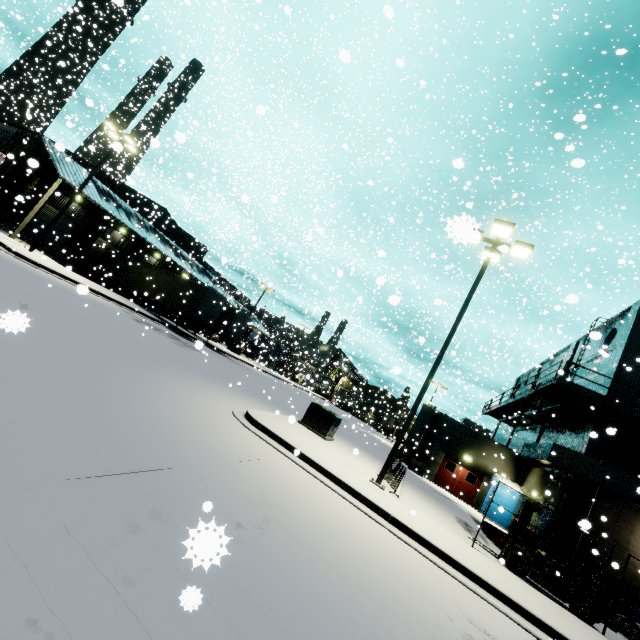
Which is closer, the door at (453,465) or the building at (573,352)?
the door at (453,465)

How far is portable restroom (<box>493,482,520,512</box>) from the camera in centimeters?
2123cm

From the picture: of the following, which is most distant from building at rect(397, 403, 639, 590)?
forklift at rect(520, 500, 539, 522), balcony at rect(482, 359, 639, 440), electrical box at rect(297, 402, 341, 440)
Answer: forklift at rect(520, 500, 539, 522)

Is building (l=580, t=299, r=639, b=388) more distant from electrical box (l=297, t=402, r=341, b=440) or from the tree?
electrical box (l=297, t=402, r=341, b=440)

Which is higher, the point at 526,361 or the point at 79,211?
the point at 526,361

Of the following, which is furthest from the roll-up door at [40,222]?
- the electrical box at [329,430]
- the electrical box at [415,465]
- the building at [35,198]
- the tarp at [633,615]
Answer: the tarp at [633,615]

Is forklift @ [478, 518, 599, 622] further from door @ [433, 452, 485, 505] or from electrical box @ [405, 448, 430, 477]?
electrical box @ [405, 448, 430, 477]

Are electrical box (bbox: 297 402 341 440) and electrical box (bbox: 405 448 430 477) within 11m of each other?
no
